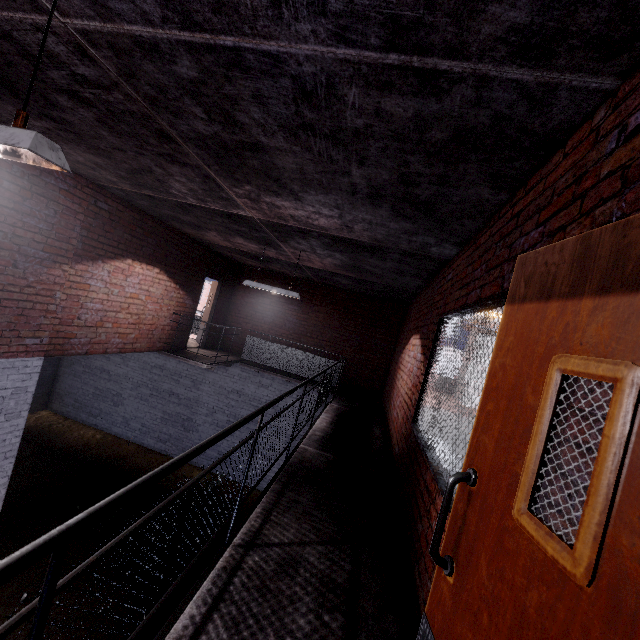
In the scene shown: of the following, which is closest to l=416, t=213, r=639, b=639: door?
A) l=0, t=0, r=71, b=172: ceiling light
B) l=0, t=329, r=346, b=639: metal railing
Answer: l=0, t=329, r=346, b=639: metal railing

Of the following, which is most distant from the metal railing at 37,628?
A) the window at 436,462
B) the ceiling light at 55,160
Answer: the ceiling light at 55,160

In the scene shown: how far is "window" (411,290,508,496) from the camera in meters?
2.3

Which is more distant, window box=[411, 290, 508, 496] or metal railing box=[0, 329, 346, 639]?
window box=[411, 290, 508, 496]

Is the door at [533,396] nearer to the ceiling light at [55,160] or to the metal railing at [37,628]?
the metal railing at [37,628]

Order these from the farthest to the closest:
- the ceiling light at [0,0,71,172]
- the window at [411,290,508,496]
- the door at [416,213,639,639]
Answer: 1. the window at [411,290,508,496]
2. the ceiling light at [0,0,71,172]
3. the door at [416,213,639,639]

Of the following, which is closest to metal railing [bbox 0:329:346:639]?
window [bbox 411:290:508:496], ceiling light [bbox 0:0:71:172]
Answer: window [bbox 411:290:508:496]

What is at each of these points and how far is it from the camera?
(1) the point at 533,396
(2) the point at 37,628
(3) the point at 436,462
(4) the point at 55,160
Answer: (1) door, 1.04m
(2) metal railing, 0.80m
(3) window, 2.69m
(4) ceiling light, 1.47m
